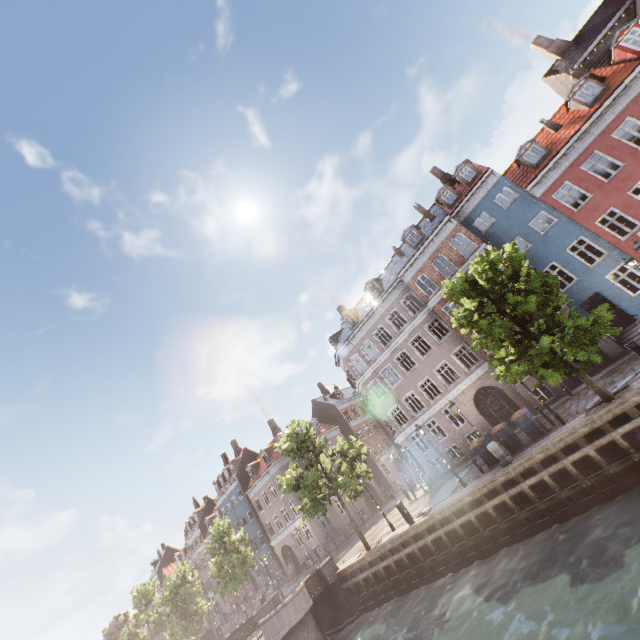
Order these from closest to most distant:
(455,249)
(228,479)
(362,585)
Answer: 1. (362,585)
2. (455,249)
3. (228,479)

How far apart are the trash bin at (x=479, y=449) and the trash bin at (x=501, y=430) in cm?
55

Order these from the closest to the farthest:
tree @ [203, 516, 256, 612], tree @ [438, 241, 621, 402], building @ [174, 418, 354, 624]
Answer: tree @ [438, 241, 621, 402]
tree @ [203, 516, 256, 612]
building @ [174, 418, 354, 624]

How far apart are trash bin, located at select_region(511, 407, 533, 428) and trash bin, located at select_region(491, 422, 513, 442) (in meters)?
0.44

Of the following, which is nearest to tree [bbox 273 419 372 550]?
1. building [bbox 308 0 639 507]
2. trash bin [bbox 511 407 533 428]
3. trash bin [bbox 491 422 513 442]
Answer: trash bin [bbox 511 407 533 428]

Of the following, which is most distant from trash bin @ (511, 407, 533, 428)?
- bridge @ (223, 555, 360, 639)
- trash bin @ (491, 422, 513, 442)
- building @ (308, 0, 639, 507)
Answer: bridge @ (223, 555, 360, 639)

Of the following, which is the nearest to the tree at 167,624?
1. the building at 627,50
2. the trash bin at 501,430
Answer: the trash bin at 501,430

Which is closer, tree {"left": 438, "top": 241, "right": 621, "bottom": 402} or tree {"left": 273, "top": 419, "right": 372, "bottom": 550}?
tree {"left": 438, "top": 241, "right": 621, "bottom": 402}
